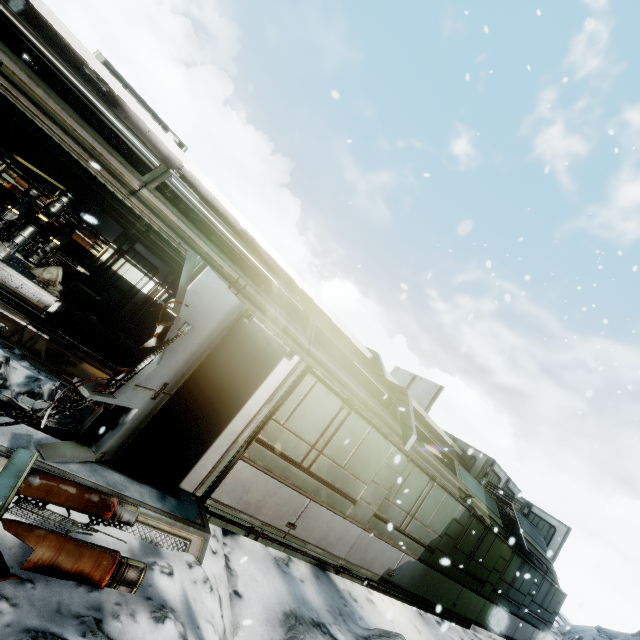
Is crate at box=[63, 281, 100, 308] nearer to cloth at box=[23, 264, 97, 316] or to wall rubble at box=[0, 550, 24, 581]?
cloth at box=[23, 264, 97, 316]

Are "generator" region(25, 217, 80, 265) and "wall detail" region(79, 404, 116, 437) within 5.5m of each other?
no

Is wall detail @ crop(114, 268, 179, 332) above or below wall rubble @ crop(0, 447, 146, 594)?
above

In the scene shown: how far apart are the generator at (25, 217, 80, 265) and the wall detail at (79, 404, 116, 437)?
6.6m

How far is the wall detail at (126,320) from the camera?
10.99m

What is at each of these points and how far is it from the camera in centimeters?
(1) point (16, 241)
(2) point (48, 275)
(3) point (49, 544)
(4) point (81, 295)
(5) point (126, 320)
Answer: (1) generator, 845cm
(2) cloth, 945cm
(3) wall rubble, 270cm
(4) crate, 972cm
(5) wall detail, 1102cm

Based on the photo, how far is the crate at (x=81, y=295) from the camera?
9.6m

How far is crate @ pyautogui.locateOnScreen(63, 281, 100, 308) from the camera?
9.6m
